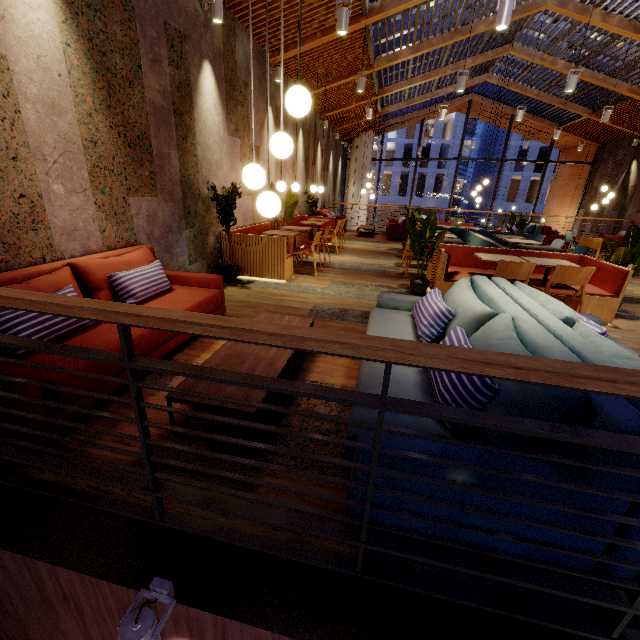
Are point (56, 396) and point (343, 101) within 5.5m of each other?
no

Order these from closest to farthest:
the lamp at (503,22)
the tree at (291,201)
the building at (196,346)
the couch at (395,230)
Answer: the building at (196,346) < the lamp at (503,22) < the tree at (291,201) < the couch at (395,230)

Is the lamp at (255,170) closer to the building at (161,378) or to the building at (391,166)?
the building at (161,378)

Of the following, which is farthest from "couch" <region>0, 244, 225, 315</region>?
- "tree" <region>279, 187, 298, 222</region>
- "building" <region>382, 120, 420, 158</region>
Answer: "building" <region>382, 120, 420, 158</region>

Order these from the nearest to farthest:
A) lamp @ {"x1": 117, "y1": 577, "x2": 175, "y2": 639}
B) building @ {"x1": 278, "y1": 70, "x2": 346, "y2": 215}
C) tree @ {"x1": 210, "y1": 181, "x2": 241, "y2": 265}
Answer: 1. lamp @ {"x1": 117, "y1": 577, "x2": 175, "y2": 639}
2. tree @ {"x1": 210, "y1": 181, "x2": 241, "y2": 265}
3. building @ {"x1": 278, "y1": 70, "x2": 346, "y2": 215}

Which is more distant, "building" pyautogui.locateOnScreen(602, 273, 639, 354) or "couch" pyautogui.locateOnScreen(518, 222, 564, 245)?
"couch" pyautogui.locateOnScreen(518, 222, 564, 245)

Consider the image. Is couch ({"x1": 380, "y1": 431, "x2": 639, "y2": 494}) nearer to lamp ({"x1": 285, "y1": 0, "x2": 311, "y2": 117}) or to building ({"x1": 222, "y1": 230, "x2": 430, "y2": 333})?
building ({"x1": 222, "y1": 230, "x2": 430, "y2": 333})

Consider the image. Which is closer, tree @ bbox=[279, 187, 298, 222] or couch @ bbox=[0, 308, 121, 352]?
couch @ bbox=[0, 308, 121, 352]
